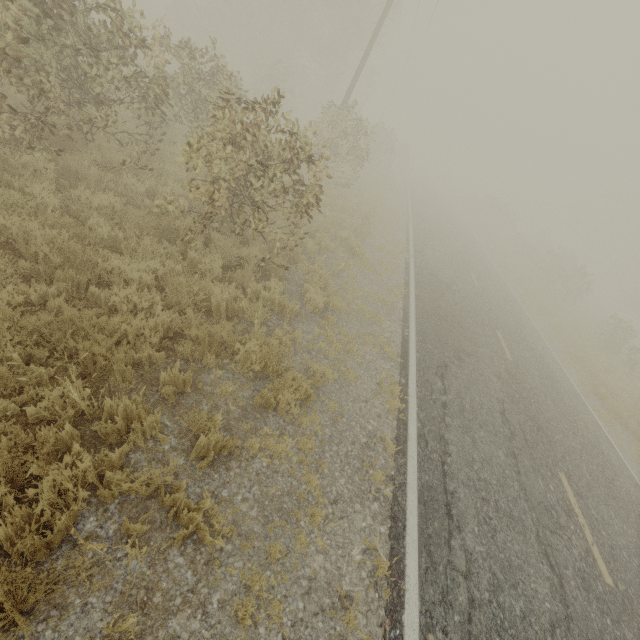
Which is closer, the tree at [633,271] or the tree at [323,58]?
the tree at [323,58]

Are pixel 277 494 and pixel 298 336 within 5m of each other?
yes

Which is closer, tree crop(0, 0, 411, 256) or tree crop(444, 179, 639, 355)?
tree crop(0, 0, 411, 256)
